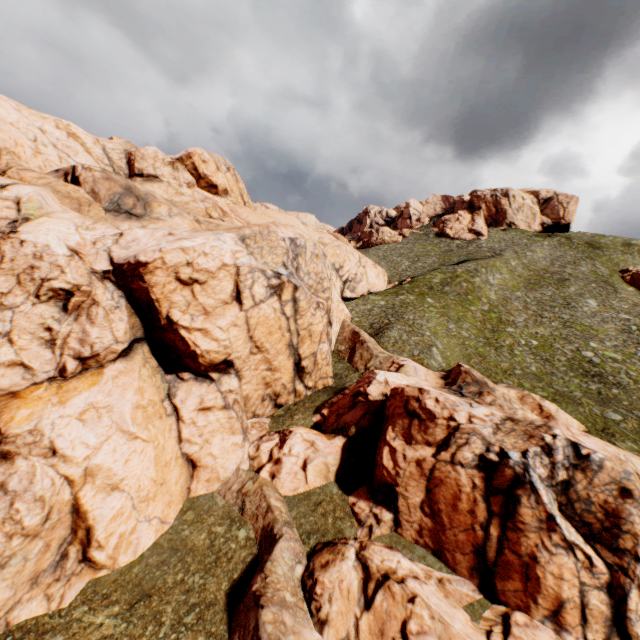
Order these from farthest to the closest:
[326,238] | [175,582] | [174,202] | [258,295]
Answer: [326,238], [174,202], [258,295], [175,582]
